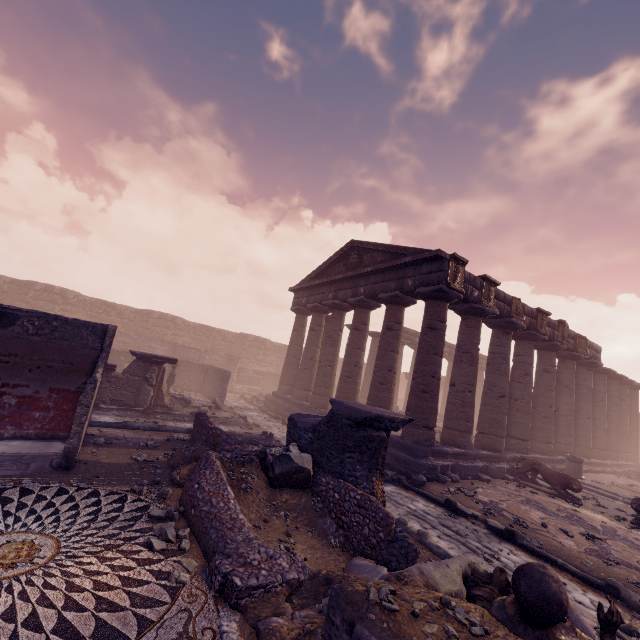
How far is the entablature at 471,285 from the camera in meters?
11.9

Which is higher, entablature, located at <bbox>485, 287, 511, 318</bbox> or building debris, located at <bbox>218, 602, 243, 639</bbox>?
entablature, located at <bbox>485, 287, 511, 318</bbox>

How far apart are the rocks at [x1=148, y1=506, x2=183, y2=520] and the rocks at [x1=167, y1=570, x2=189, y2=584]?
A: 1.0m

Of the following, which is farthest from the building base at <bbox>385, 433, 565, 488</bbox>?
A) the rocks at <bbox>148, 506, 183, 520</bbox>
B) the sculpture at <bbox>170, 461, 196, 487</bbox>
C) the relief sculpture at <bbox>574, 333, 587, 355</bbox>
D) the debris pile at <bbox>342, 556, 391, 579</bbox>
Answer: the rocks at <bbox>148, 506, 183, 520</bbox>

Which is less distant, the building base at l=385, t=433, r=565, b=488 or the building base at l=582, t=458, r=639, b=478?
the building base at l=385, t=433, r=565, b=488

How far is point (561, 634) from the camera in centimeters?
256cm

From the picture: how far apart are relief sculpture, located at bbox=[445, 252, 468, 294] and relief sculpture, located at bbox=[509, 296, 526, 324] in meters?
3.4 m

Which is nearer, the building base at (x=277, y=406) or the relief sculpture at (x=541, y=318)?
the relief sculpture at (x=541, y=318)
